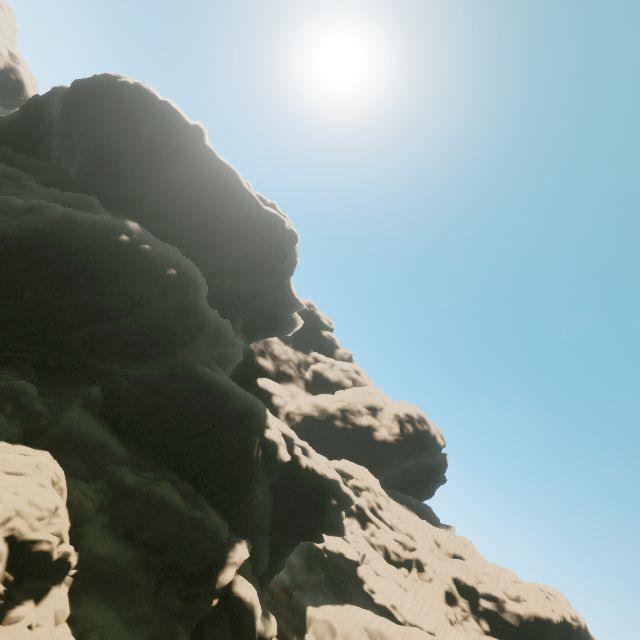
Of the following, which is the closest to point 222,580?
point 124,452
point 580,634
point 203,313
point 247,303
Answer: point 124,452
